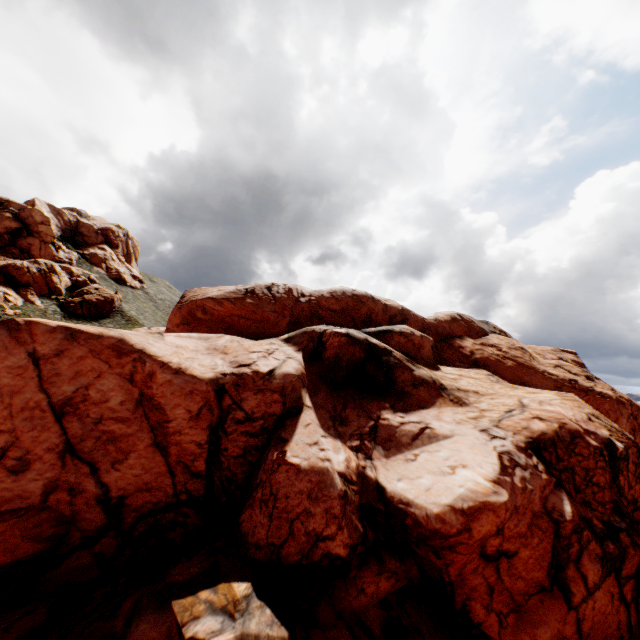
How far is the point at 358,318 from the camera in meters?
27.6

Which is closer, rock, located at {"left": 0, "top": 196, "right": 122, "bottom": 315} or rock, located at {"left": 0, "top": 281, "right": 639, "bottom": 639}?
rock, located at {"left": 0, "top": 281, "right": 639, "bottom": 639}

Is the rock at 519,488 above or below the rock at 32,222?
below

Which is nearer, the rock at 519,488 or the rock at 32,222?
the rock at 519,488

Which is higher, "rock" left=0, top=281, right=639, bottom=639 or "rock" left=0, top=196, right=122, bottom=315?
"rock" left=0, top=196, right=122, bottom=315
